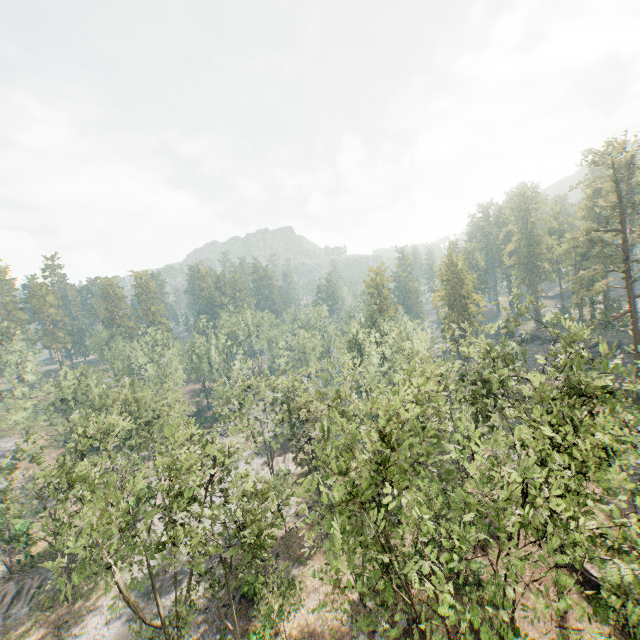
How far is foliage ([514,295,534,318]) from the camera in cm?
2655

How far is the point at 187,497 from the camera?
22.16m

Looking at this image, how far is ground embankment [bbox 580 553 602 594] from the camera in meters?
23.1 m

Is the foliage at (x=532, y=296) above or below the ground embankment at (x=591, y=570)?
above

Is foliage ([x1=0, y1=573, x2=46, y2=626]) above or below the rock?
below

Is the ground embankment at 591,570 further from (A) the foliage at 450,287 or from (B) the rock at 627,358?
(B) the rock at 627,358

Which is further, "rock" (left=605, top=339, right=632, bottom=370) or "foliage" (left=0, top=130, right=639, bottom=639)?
"rock" (left=605, top=339, right=632, bottom=370)

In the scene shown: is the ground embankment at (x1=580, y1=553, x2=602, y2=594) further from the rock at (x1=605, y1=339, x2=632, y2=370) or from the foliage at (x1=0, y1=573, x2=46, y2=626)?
the rock at (x1=605, y1=339, x2=632, y2=370)
